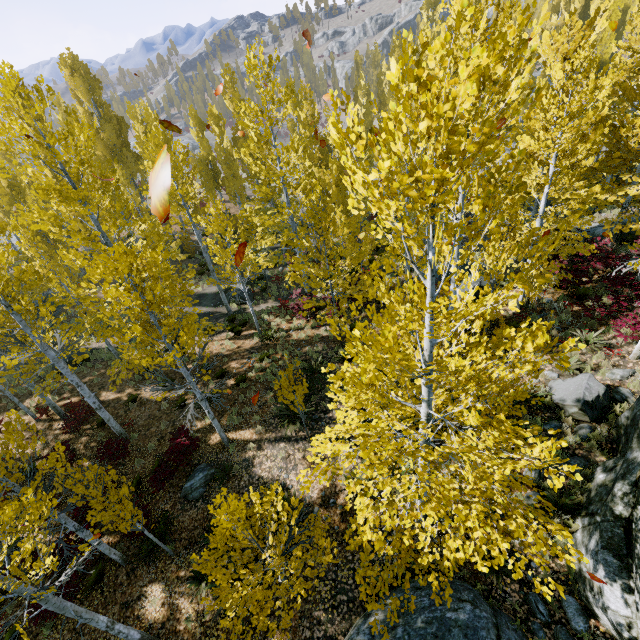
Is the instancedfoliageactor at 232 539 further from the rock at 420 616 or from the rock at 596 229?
the rock at 420 616

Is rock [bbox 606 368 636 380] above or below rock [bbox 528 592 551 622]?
above

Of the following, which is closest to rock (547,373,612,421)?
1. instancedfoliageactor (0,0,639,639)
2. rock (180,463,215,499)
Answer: instancedfoliageactor (0,0,639,639)

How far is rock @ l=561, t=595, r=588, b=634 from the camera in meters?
5.9

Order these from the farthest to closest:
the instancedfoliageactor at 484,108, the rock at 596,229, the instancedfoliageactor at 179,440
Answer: the rock at 596,229, the instancedfoliageactor at 179,440, the instancedfoliageactor at 484,108

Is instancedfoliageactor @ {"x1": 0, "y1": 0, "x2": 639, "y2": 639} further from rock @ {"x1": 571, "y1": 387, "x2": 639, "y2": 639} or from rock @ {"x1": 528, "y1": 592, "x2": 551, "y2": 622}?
rock @ {"x1": 528, "y1": 592, "x2": 551, "y2": 622}

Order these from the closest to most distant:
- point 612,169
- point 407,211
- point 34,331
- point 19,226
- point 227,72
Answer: point 34,331 < point 612,169 < point 19,226 < point 407,211 < point 227,72
